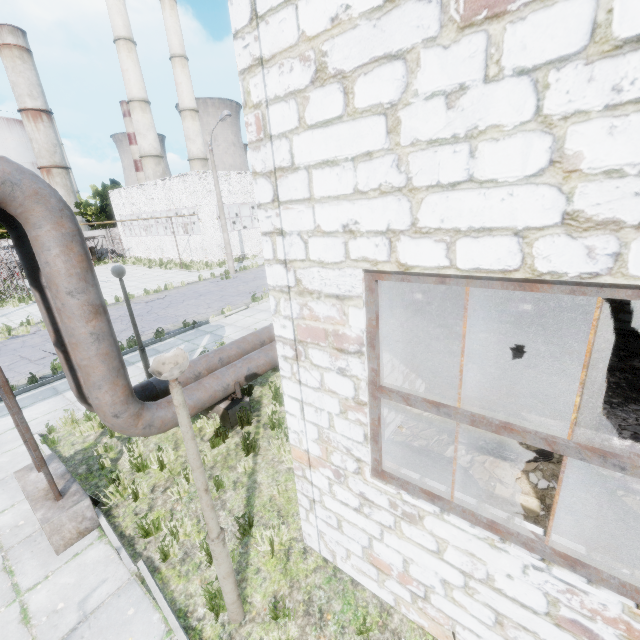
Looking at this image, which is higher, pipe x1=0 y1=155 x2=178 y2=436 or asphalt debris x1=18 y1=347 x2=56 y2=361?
pipe x1=0 y1=155 x2=178 y2=436

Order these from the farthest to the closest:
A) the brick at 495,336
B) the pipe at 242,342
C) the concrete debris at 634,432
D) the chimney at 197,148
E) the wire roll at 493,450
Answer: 1. the chimney at 197,148
2. the brick at 495,336
3. the pipe at 242,342
4. the concrete debris at 634,432
5. the wire roll at 493,450

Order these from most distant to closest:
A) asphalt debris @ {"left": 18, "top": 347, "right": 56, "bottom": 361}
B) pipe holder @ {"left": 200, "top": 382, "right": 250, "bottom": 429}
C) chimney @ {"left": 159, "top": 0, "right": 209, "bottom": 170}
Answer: chimney @ {"left": 159, "top": 0, "right": 209, "bottom": 170}, asphalt debris @ {"left": 18, "top": 347, "right": 56, "bottom": 361}, pipe holder @ {"left": 200, "top": 382, "right": 250, "bottom": 429}

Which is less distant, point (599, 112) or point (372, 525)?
point (599, 112)

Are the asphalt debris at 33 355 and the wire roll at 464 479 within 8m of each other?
no

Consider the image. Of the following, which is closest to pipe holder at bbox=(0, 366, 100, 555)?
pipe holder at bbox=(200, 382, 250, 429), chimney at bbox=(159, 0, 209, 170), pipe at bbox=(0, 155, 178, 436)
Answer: pipe at bbox=(0, 155, 178, 436)

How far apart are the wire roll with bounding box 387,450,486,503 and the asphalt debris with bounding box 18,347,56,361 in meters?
12.0

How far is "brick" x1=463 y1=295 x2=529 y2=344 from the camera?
8.99m
